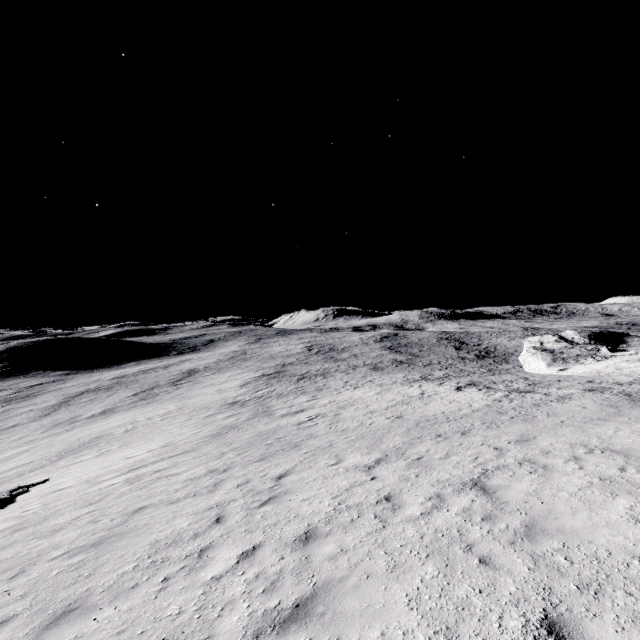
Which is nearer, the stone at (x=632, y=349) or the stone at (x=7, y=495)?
the stone at (x=7, y=495)

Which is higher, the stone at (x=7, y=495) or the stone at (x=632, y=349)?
the stone at (x=632, y=349)

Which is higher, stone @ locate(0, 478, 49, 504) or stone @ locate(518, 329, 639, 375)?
stone @ locate(518, 329, 639, 375)

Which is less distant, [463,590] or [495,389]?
[463,590]

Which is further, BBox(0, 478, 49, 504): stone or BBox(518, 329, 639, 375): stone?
BBox(518, 329, 639, 375): stone
